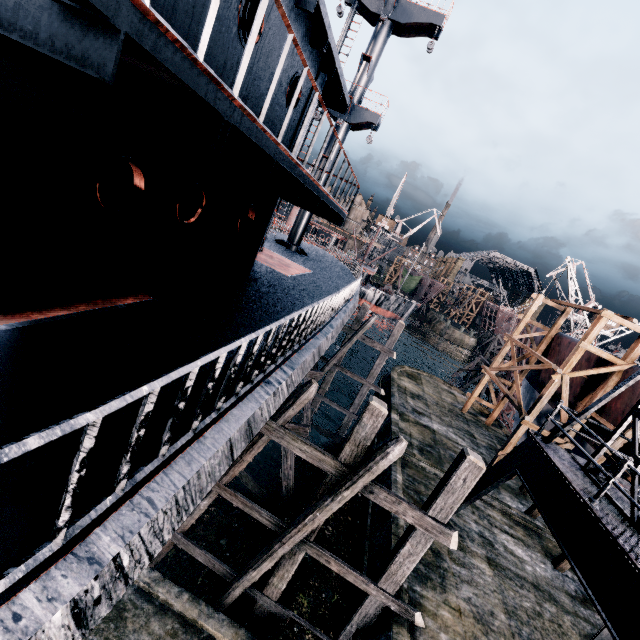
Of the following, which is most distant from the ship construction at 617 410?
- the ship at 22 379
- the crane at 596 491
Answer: the ship at 22 379

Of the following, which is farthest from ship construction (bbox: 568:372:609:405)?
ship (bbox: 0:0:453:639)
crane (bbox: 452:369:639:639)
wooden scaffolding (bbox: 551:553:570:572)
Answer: ship (bbox: 0:0:453:639)

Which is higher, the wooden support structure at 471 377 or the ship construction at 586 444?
the ship construction at 586 444

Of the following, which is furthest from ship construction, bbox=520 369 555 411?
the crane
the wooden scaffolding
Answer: the crane

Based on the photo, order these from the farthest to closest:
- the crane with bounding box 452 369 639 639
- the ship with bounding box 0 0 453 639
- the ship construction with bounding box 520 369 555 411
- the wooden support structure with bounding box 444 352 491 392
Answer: the wooden support structure with bounding box 444 352 491 392 < the ship construction with bounding box 520 369 555 411 < the crane with bounding box 452 369 639 639 < the ship with bounding box 0 0 453 639

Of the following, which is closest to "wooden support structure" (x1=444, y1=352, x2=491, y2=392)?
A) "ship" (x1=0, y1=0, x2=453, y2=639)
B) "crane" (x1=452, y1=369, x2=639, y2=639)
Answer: "ship" (x1=0, y1=0, x2=453, y2=639)

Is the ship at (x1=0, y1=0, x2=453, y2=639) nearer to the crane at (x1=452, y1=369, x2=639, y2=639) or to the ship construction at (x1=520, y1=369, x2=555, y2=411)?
the crane at (x1=452, y1=369, x2=639, y2=639)

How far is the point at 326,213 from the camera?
9.1 meters
